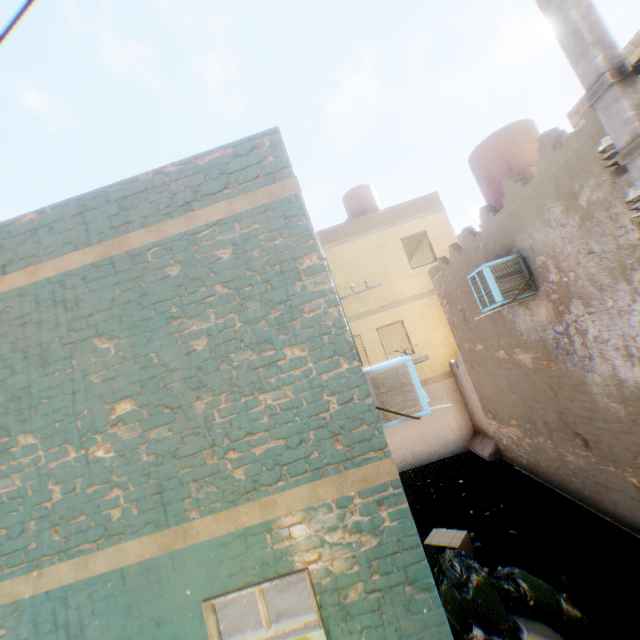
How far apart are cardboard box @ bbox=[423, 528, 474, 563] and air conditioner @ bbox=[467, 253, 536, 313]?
4.2m

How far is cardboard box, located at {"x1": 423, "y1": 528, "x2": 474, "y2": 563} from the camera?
6.1m

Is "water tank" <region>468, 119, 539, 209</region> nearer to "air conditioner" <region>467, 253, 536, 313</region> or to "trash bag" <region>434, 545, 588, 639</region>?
"trash bag" <region>434, 545, 588, 639</region>

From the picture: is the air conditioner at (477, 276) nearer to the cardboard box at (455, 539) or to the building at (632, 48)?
the building at (632, 48)

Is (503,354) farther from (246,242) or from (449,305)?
(246,242)

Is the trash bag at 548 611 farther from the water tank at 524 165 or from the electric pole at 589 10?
the water tank at 524 165

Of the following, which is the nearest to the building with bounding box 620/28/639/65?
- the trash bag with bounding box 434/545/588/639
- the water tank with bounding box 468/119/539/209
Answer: the trash bag with bounding box 434/545/588/639

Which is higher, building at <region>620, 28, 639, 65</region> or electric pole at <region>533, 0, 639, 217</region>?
building at <region>620, 28, 639, 65</region>
